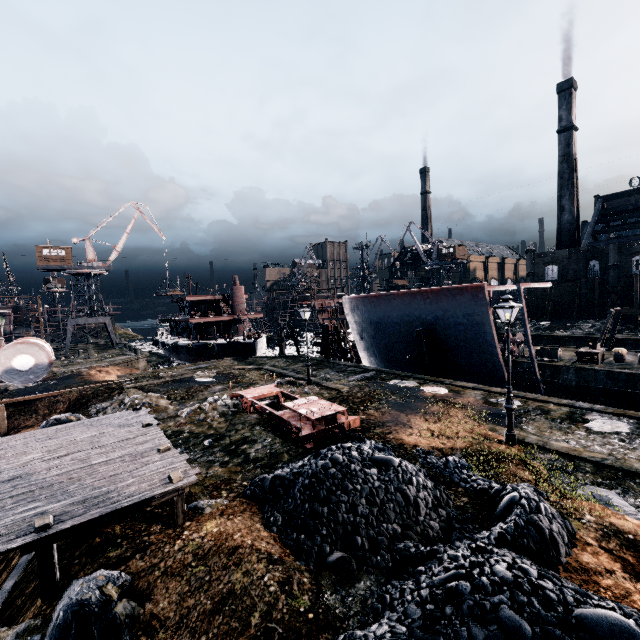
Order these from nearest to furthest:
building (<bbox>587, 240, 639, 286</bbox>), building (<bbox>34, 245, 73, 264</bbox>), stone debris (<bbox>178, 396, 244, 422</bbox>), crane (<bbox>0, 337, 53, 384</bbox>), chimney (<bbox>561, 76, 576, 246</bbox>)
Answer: crane (<bbox>0, 337, 53, 384</bbox>), stone debris (<bbox>178, 396, 244, 422</bbox>), building (<bbox>34, 245, 73, 264</bbox>), building (<bbox>587, 240, 639, 286</bbox>), chimney (<bbox>561, 76, 576, 246</bbox>)

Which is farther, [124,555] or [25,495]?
[25,495]

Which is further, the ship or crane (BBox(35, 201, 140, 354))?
crane (BBox(35, 201, 140, 354))

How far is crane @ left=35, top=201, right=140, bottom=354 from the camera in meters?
51.8 m

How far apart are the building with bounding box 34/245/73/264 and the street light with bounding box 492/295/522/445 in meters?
62.6 m

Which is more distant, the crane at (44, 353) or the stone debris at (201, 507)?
the stone debris at (201, 507)

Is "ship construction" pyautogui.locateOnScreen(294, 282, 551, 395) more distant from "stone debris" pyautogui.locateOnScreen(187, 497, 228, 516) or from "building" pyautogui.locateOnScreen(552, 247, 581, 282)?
"building" pyautogui.locateOnScreen(552, 247, 581, 282)

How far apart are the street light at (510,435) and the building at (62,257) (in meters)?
62.59
